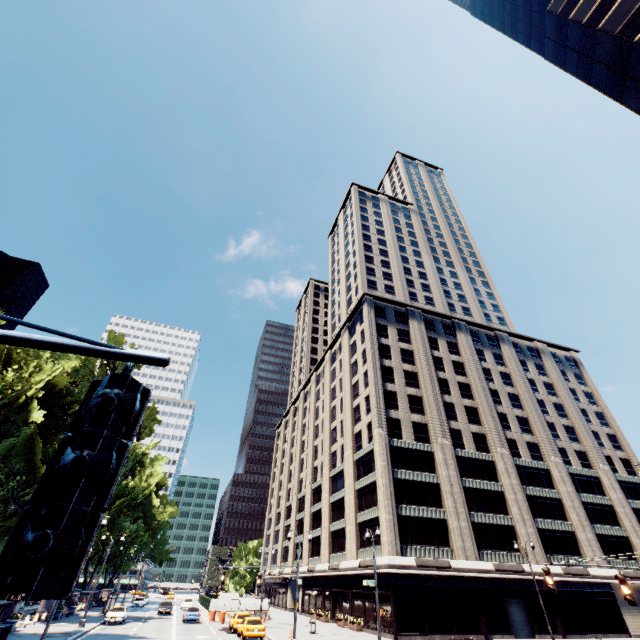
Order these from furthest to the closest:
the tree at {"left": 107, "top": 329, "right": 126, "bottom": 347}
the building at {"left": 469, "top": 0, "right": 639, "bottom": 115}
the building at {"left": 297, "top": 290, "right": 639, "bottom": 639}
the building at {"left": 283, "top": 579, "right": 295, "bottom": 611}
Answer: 1. the building at {"left": 283, "top": 579, "right": 295, "bottom": 611}
2. the tree at {"left": 107, "top": 329, "right": 126, "bottom": 347}
3. the building at {"left": 297, "top": 290, "right": 639, "bottom": 639}
4. the building at {"left": 469, "top": 0, "right": 639, "bottom": 115}

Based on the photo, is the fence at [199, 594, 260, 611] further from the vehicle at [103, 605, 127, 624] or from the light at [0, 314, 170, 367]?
the light at [0, 314, 170, 367]

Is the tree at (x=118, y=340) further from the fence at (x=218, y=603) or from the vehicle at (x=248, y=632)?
the vehicle at (x=248, y=632)

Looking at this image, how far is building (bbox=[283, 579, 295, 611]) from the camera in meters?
57.4 m

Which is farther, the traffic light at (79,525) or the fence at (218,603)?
the fence at (218,603)

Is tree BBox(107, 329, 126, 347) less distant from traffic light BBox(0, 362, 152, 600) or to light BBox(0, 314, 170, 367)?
light BBox(0, 314, 170, 367)

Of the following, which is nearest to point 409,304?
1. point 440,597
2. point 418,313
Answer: point 418,313

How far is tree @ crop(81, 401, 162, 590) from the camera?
41.8 meters
